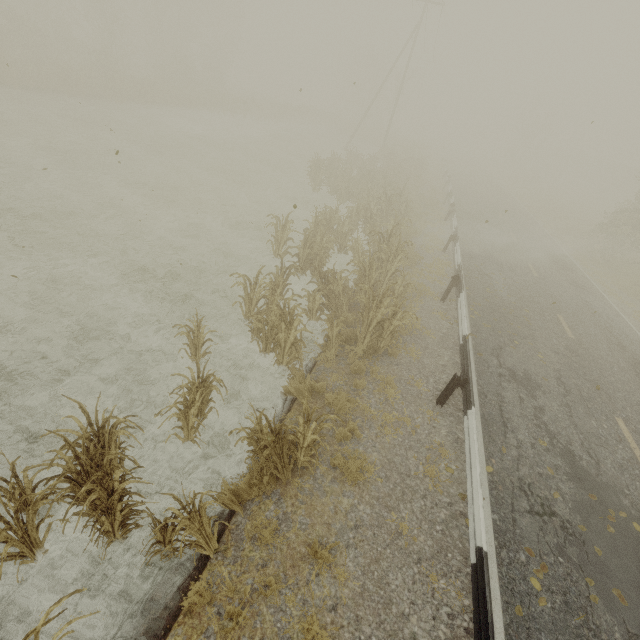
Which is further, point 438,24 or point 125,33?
point 125,33

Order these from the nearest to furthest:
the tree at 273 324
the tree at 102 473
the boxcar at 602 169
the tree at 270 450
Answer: the tree at 102 473, the tree at 270 450, the tree at 273 324, the boxcar at 602 169

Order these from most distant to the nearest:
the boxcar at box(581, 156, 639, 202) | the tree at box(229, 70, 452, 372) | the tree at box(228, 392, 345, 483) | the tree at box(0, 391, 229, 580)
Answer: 1. the boxcar at box(581, 156, 639, 202)
2. the tree at box(229, 70, 452, 372)
3. the tree at box(228, 392, 345, 483)
4. the tree at box(0, 391, 229, 580)

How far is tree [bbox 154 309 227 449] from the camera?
4.93m

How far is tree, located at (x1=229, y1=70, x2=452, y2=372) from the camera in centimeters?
732cm

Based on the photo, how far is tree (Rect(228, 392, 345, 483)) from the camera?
4.51m

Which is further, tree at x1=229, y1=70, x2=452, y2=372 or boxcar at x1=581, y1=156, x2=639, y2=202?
boxcar at x1=581, y1=156, x2=639, y2=202

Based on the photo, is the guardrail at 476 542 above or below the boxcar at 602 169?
below
